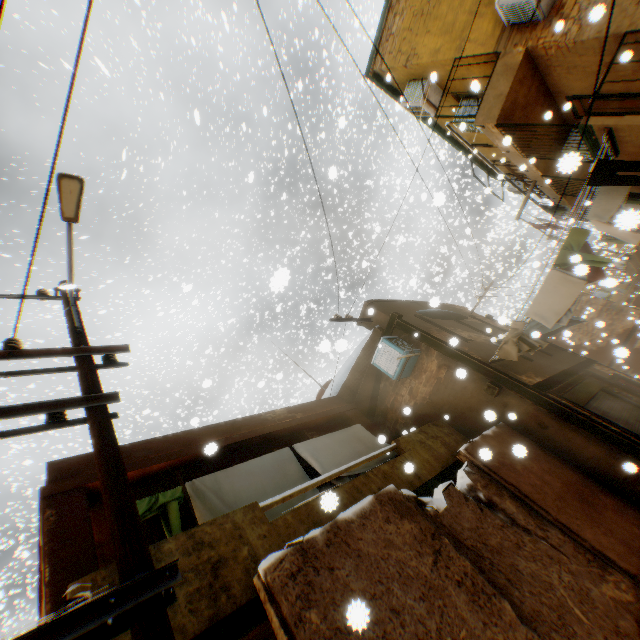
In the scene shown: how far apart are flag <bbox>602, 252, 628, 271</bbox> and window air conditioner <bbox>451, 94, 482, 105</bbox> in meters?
11.5 m

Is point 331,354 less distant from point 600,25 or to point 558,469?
point 558,469

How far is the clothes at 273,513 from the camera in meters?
4.9

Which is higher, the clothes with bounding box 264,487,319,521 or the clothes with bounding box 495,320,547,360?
the clothes with bounding box 264,487,319,521

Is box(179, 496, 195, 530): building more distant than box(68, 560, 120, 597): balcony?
Yes

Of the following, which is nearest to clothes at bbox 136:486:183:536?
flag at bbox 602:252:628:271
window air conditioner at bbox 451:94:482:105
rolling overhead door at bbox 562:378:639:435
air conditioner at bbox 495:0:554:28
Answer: rolling overhead door at bbox 562:378:639:435

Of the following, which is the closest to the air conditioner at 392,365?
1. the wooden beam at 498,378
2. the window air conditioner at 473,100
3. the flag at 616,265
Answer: the wooden beam at 498,378

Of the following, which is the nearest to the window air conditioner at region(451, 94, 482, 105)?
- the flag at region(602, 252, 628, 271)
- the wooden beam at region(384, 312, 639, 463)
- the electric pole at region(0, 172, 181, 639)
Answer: the wooden beam at region(384, 312, 639, 463)
